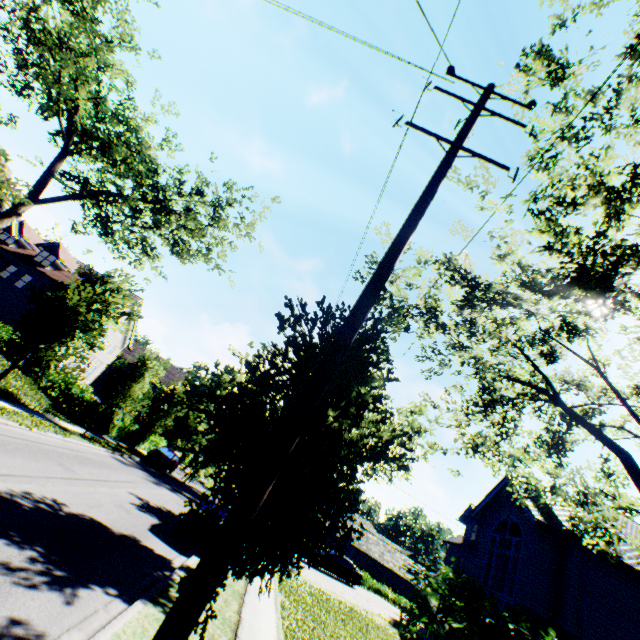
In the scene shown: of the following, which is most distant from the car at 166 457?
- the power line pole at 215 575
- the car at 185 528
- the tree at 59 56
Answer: the power line pole at 215 575

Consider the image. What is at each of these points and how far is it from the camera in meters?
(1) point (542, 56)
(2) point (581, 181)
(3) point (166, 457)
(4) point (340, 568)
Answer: (1) tree, 6.5 m
(2) tree, 6.2 m
(3) car, 27.4 m
(4) car, 25.9 m

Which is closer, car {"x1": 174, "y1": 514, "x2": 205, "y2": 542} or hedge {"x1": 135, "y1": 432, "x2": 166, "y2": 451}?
car {"x1": 174, "y1": 514, "x2": 205, "y2": 542}

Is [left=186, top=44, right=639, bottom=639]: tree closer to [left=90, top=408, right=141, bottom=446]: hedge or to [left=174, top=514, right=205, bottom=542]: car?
[left=90, top=408, right=141, bottom=446]: hedge

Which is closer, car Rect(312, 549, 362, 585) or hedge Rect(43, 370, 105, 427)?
hedge Rect(43, 370, 105, 427)

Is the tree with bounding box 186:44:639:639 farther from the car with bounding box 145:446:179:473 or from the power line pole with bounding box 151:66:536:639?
the car with bounding box 145:446:179:473

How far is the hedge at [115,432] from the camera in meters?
23.4 m

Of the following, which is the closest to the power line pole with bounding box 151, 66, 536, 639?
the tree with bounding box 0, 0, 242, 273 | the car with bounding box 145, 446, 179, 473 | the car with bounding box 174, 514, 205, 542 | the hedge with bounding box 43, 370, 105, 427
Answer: the tree with bounding box 0, 0, 242, 273
